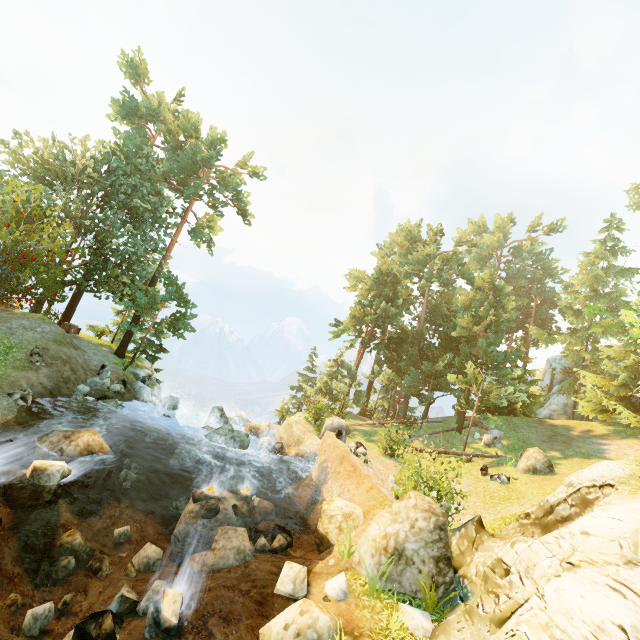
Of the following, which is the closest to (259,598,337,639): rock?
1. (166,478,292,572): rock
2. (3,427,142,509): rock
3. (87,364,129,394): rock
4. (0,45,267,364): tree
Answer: (166,478,292,572): rock

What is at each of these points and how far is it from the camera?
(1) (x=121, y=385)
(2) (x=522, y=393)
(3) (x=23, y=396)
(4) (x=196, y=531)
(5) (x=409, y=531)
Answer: (1) rock, 20.00m
(2) tree, 21.50m
(3) rock, 13.44m
(4) rock, 10.68m
(5) rock, 8.46m

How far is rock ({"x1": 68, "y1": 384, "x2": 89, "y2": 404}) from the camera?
16.5 meters

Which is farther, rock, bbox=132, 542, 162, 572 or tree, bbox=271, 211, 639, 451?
tree, bbox=271, 211, 639, 451

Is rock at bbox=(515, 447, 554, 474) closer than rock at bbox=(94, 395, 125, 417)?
No

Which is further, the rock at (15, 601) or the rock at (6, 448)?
the rock at (6, 448)

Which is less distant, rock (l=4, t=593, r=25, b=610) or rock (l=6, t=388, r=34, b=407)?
rock (l=4, t=593, r=25, b=610)

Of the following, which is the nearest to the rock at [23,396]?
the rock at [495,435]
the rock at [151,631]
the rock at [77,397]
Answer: the rock at [77,397]
